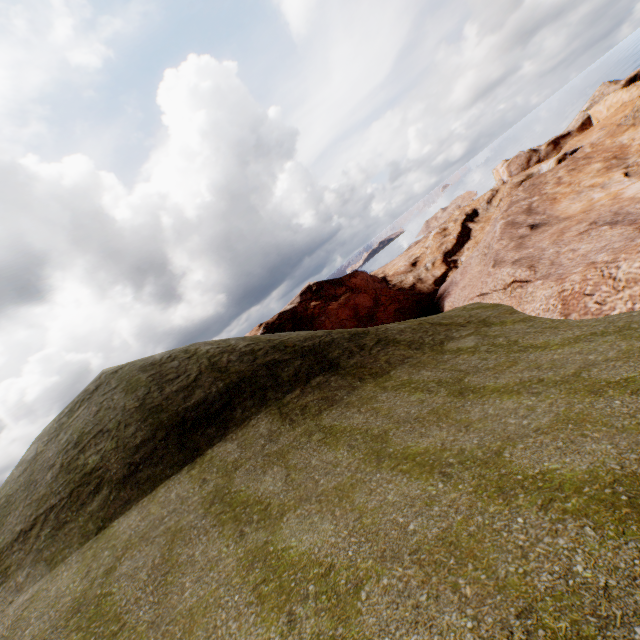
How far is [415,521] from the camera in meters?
4.7 m
